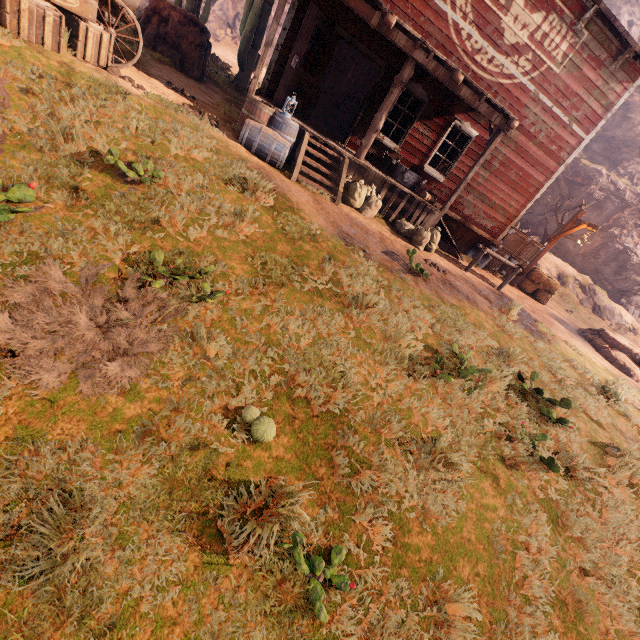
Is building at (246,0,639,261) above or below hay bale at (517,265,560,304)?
above

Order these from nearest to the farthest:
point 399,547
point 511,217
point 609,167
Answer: point 399,547 → point 511,217 → point 609,167

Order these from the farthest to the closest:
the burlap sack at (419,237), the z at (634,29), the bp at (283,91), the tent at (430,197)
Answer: the z at (634,29) → the tent at (430,197) → the burlap sack at (419,237) → the bp at (283,91)

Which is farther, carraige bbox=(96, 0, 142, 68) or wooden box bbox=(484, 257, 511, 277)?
wooden box bbox=(484, 257, 511, 277)

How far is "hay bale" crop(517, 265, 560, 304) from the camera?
13.01m

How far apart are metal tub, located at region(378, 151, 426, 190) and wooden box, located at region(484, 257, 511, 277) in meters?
4.8 m

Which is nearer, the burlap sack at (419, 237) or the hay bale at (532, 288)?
the burlap sack at (419, 237)

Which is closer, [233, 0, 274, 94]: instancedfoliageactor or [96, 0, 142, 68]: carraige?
[96, 0, 142, 68]: carraige
